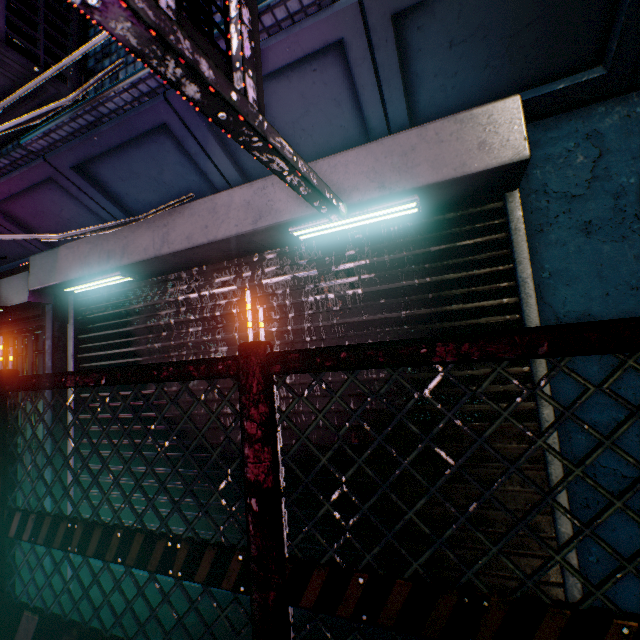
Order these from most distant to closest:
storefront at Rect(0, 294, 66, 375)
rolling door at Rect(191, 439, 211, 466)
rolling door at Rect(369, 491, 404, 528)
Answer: storefront at Rect(0, 294, 66, 375) < rolling door at Rect(191, 439, 211, 466) < rolling door at Rect(369, 491, 404, 528)

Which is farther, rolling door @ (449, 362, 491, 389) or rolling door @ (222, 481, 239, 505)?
rolling door @ (222, 481, 239, 505)

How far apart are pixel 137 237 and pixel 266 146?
1.7 meters

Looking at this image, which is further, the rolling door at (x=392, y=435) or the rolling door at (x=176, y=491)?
the rolling door at (x=176, y=491)

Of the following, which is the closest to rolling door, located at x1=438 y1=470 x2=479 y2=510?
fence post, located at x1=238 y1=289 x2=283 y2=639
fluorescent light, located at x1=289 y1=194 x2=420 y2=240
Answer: fluorescent light, located at x1=289 y1=194 x2=420 y2=240

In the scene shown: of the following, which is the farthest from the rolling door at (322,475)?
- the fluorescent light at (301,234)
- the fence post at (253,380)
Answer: the fence post at (253,380)

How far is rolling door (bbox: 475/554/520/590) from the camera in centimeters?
152cm
